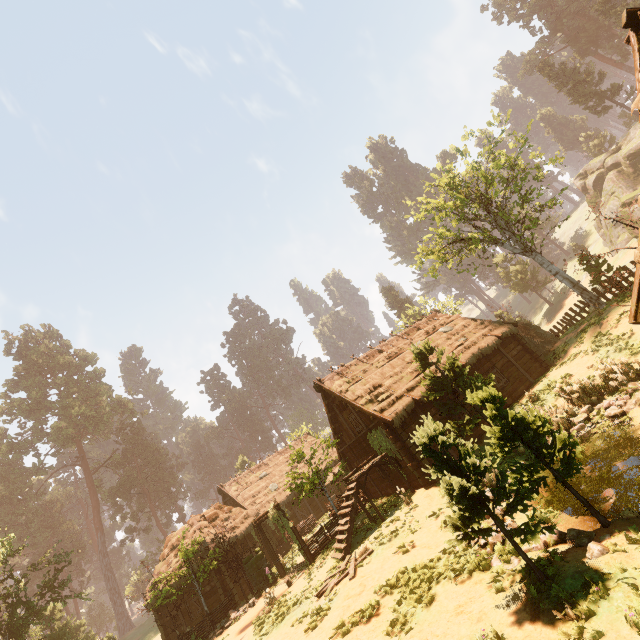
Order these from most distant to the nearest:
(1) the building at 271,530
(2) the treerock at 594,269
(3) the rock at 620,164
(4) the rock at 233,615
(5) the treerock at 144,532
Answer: (5) the treerock at 144,532 → (3) the rock at 620,164 → (1) the building at 271,530 → (4) the rock at 233,615 → (2) the treerock at 594,269

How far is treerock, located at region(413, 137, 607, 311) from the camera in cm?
2200

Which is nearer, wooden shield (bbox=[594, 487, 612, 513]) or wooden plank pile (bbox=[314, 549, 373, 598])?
wooden shield (bbox=[594, 487, 612, 513])

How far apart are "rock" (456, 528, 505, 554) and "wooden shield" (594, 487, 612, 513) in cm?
192

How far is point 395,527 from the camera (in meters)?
13.30

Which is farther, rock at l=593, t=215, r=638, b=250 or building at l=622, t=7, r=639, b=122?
rock at l=593, t=215, r=638, b=250

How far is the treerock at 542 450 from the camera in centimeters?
647cm

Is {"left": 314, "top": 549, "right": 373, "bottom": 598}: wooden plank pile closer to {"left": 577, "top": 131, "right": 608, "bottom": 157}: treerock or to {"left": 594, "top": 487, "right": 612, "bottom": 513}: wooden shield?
{"left": 577, "top": 131, "right": 608, "bottom": 157}: treerock
